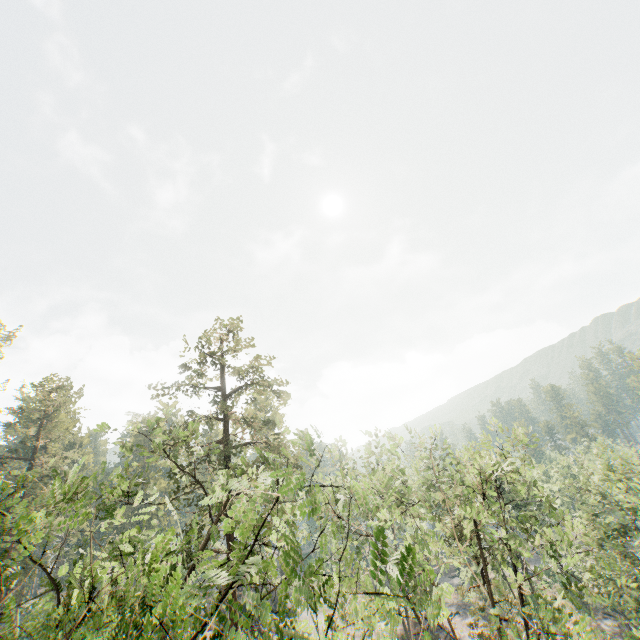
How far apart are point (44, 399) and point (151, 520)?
26.5m
